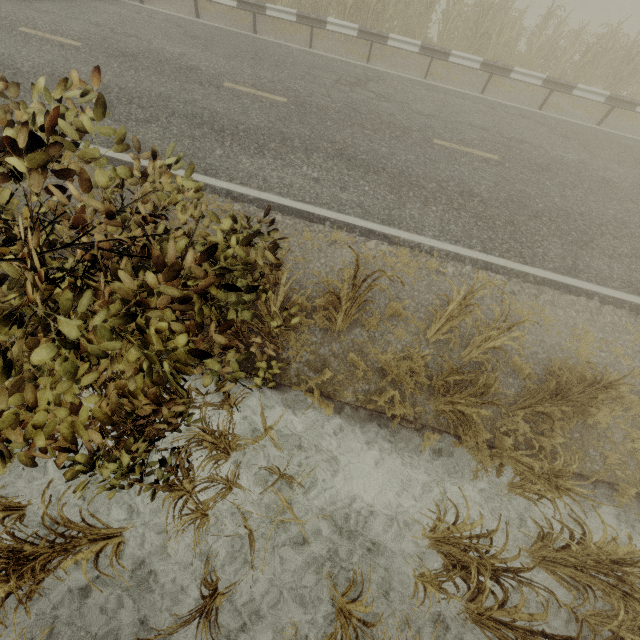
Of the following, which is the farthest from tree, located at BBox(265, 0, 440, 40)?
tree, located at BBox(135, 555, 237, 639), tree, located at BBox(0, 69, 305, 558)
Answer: tree, located at BBox(135, 555, 237, 639)

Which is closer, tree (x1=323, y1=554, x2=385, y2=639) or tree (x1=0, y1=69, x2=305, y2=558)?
tree (x1=0, y1=69, x2=305, y2=558)

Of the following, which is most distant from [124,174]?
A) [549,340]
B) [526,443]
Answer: [549,340]

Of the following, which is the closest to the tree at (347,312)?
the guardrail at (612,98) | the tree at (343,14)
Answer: the guardrail at (612,98)

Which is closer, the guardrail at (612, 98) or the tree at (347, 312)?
the tree at (347, 312)

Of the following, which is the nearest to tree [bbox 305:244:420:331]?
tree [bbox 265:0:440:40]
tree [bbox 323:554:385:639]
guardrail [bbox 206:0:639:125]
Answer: tree [bbox 323:554:385:639]

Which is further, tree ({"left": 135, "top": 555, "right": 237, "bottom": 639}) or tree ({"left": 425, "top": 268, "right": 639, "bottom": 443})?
tree ({"left": 425, "top": 268, "right": 639, "bottom": 443})
